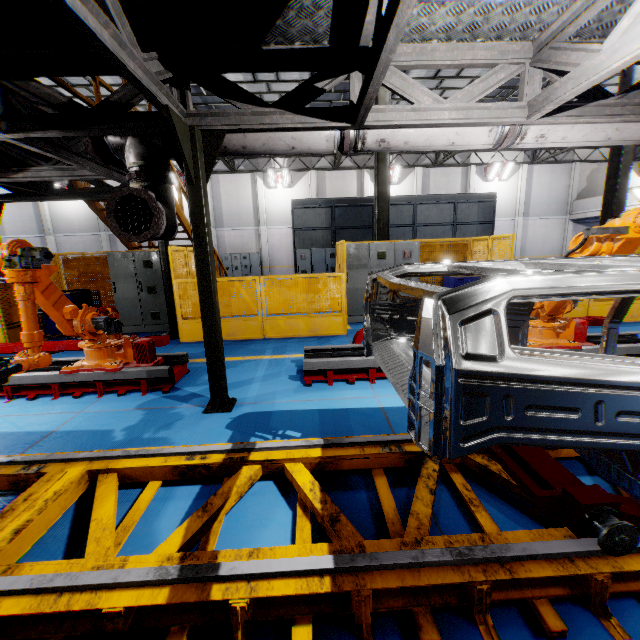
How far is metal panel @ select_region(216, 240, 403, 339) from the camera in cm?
752

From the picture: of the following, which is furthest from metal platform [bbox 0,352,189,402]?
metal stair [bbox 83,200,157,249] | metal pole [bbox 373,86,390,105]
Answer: metal pole [bbox 373,86,390,105]

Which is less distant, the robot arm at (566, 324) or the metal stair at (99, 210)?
the robot arm at (566, 324)

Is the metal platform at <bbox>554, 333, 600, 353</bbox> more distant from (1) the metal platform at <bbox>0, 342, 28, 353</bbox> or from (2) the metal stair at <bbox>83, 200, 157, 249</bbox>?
(2) the metal stair at <bbox>83, 200, 157, 249</bbox>

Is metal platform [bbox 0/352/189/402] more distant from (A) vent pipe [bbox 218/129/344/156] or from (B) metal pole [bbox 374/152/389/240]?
(B) metal pole [bbox 374/152/389/240]

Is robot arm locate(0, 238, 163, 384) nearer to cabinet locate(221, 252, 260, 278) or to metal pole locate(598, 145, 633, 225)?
metal pole locate(598, 145, 633, 225)

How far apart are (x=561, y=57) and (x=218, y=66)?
3.6m

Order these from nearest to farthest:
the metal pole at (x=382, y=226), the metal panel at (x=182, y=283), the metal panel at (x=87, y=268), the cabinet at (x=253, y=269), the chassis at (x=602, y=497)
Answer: A: the chassis at (x=602, y=497) < the metal panel at (x=182, y=283) < the metal panel at (x=87, y=268) < the metal pole at (x=382, y=226) < the cabinet at (x=253, y=269)
